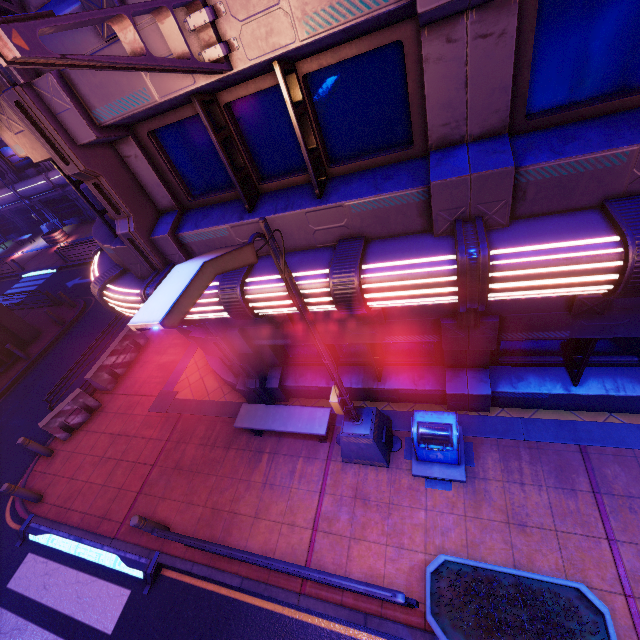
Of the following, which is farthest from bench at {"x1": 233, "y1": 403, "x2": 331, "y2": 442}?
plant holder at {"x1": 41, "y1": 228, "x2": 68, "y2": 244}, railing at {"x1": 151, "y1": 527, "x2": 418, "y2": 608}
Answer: plant holder at {"x1": 41, "y1": 228, "x2": 68, "y2": 244}

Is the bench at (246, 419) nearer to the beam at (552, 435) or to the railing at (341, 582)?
the beam at (552, 435)

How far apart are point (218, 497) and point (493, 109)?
8.9m

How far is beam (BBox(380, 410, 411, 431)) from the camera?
7.42m

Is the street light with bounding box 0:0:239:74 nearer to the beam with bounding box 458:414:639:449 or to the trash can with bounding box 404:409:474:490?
the trash can with bounding box 404:409:474:490

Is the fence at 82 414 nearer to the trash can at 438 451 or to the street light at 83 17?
the trash can at 438 451

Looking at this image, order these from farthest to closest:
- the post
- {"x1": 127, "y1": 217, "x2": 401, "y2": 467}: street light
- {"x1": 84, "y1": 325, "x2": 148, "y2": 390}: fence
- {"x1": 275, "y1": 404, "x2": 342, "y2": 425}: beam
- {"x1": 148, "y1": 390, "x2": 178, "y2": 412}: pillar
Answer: {"x1": 84, "y1": 325, "x2": 148, "y2": 390}: fence
{"x1": 148, "y1": 390, "x2": 178, "y2": 412}: pillar
{"x1": 275, "y1": 404, "x2": 342, "y2": 425}: beam
the post
{"x1": 127, "y1": 217, "x2": 401, "y2": 467}: street light
